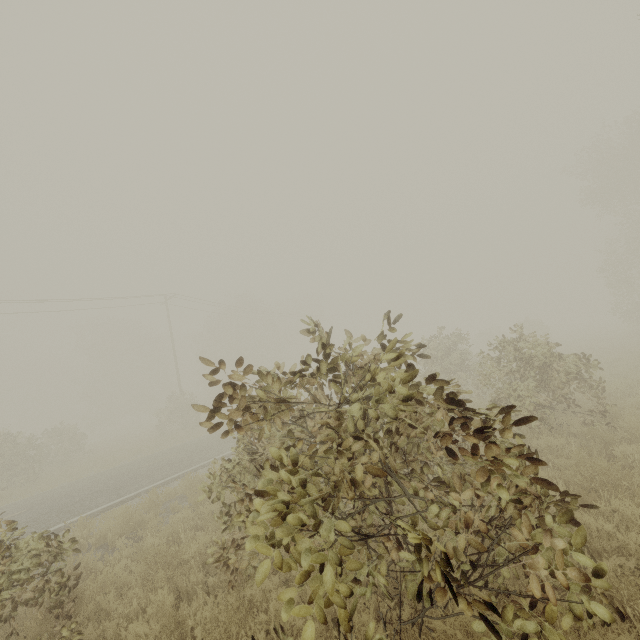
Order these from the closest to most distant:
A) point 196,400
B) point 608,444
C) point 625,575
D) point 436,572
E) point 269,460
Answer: point 436,572
point 625,575
point 269,460
point 608,444
point 196,400
